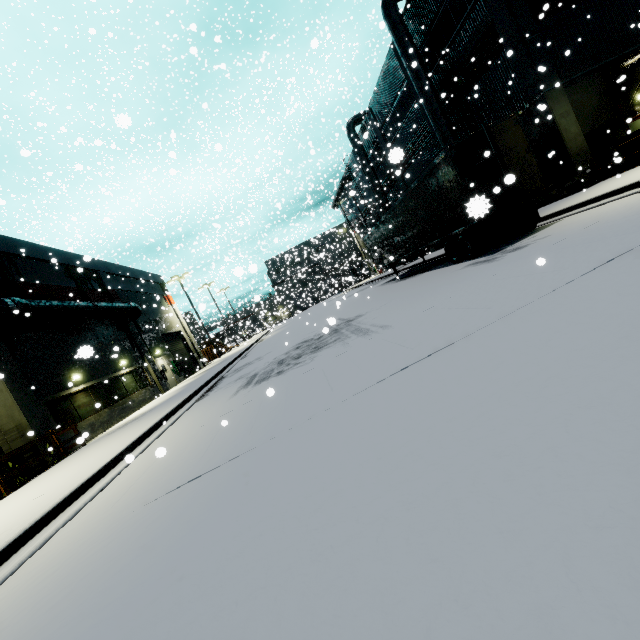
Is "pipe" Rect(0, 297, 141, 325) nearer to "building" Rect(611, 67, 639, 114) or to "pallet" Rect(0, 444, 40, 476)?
"building" Rect(611, 67, 639, 114)

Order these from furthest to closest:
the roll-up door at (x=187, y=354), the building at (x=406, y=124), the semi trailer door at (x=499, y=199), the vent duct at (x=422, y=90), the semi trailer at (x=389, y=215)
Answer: the roll-up door at (x=187, y=354) < the building at (x=406, y=124) < the vent duct at (x=422, y=90) < the semi trailer at (x=389, y=215) < the semi trailer door at (x=499, y=199)

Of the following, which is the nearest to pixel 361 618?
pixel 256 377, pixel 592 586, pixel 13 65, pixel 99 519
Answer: pixel 592 586

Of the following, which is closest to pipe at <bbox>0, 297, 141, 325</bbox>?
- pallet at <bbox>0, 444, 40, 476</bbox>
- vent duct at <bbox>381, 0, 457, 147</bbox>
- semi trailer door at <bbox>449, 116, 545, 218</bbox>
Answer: vent duct at <bbox>381, 0, 457, 147</bbox>

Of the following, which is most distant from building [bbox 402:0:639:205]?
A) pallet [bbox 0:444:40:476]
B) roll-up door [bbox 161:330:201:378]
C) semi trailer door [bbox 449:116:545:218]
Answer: semi trailer door [bbox 449:116:545:218]

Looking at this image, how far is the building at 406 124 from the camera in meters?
23.2

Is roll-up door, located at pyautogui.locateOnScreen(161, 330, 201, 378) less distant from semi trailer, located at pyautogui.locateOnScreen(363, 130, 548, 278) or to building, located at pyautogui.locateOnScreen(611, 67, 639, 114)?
building, located at pyautogui.locateOnScreen(611, 67, 639, 114)

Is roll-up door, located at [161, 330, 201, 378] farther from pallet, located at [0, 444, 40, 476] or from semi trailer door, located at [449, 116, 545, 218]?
semi trailer door, located at [449, 116, 545, 218]
